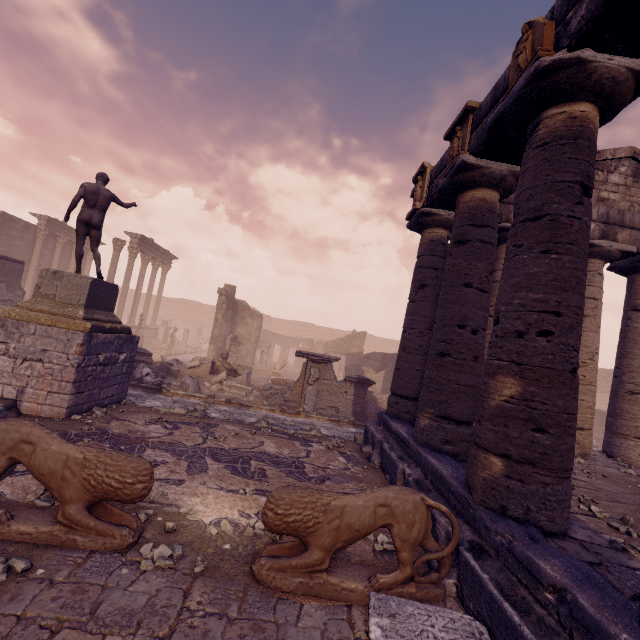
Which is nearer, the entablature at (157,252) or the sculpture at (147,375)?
the sculpture at (147,375)

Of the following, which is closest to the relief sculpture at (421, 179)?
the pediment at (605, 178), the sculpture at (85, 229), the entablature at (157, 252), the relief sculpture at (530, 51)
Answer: the pediment at (605, 178)

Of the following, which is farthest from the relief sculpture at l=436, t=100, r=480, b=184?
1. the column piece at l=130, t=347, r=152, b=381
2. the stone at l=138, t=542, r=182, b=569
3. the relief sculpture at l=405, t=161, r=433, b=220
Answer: the column piece at l=130, t=347, r=152, b=381

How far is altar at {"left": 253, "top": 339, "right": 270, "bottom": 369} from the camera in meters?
23.1

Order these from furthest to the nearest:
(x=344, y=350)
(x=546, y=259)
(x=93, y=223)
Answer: (x=344, y=350), (x=93, y=223), (x=546, y=259)

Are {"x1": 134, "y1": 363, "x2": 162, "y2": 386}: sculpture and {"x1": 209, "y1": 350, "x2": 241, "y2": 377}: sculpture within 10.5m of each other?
yes

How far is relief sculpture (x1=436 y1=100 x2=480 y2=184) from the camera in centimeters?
615cm

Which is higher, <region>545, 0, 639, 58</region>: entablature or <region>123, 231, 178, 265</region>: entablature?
<region>123, 231, 178, 265</region>: entablature
